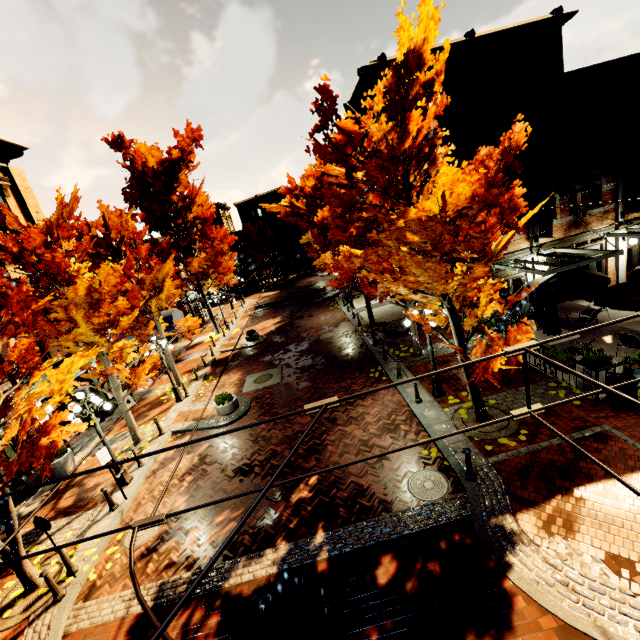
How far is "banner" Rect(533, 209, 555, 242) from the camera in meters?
13.0

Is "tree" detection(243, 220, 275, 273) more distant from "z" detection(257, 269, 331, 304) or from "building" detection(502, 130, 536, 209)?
"z" detection(257, 269, 331, 304)

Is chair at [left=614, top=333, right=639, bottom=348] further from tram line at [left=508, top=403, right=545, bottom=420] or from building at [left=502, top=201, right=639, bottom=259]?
tram line at [left=508, top=403, right=545, bottom=420]

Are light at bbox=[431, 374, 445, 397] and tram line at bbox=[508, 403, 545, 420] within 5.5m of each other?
no

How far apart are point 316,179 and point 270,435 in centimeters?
1243cm

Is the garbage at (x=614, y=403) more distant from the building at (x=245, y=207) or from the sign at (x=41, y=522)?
the sign at (x=41, y=522)

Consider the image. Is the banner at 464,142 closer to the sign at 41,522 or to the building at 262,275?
the building at 262,275

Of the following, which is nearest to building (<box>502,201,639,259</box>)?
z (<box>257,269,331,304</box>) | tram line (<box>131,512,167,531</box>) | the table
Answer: z (<box>257,269,331,304</box>)
